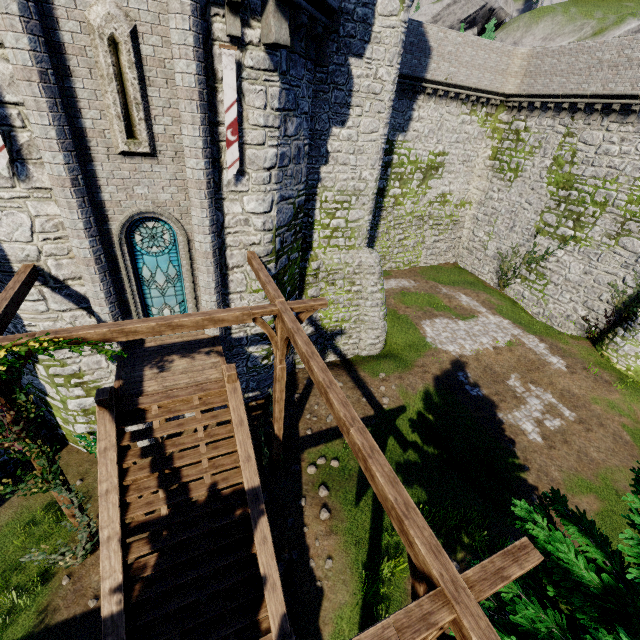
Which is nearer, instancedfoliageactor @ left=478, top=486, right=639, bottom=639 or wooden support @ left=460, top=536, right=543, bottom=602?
wooden support @ left=460, top=536, right=543, bottom=602

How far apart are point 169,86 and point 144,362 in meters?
7.3 m

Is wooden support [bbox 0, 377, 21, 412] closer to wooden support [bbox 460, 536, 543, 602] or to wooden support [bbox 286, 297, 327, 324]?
wooden support [bbox 286, 297, 327, 324]

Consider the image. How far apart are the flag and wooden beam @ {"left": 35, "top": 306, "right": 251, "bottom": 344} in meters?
3.8 m

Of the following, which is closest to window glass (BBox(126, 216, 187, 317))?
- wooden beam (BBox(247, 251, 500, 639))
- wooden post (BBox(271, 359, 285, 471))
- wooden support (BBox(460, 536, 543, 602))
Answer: wooden beam (BBox(247, 251, 500, 639))

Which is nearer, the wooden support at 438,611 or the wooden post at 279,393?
the wooden support at 438,611

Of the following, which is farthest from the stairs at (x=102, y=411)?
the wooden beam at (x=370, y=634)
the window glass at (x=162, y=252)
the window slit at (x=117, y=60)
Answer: the window slit at (x=117, y=60)

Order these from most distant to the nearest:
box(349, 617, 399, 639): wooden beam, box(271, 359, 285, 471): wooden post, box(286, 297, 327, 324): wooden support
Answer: box(271, 359, 285, 471): wooden post, box(286, 297, 327, 324): wooden support, box(349, 617, 399, 639): wooden beam
